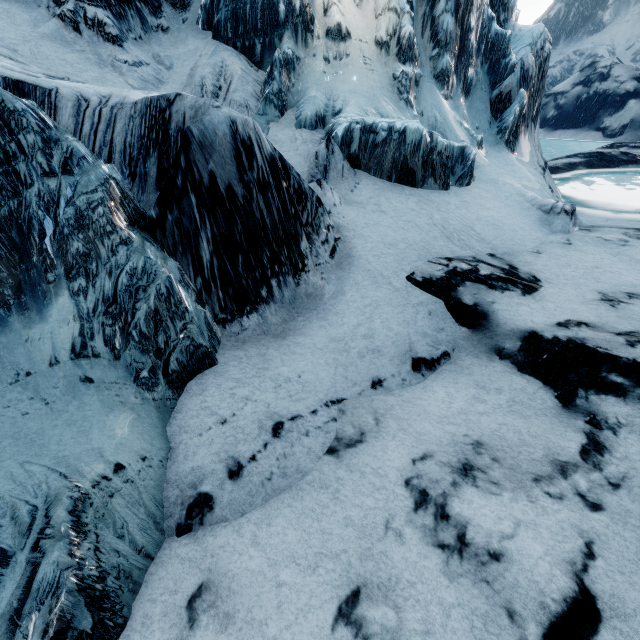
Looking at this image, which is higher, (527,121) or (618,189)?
(527,121)
